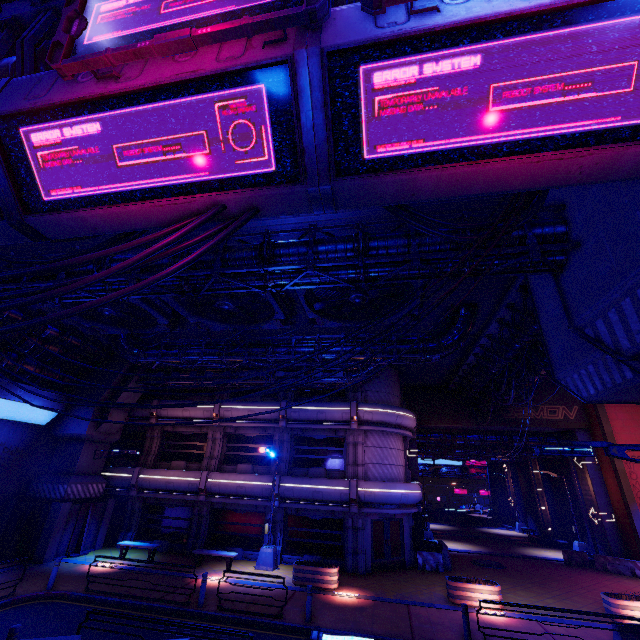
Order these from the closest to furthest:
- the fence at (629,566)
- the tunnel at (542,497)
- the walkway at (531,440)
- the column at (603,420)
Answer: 1. the fence at (629,566)
2. the column at (603,420)
3. the walkway at (531,440)
4. the tunnel at (542,497)

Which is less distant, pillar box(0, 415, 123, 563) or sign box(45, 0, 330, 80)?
sign box(45, 0, 330, 80)

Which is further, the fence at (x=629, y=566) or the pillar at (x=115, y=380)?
the pillar at (x=115, y=380)

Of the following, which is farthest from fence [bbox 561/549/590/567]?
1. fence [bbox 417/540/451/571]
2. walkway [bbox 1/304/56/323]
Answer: walkway [bbox 1/304/56/323]

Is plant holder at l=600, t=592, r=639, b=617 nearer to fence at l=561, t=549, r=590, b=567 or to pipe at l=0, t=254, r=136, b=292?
fence at l=561, t=549, r=590, b=567

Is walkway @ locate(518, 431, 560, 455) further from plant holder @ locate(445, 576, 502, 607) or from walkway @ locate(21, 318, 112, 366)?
walkway @ locate(21, 318, 112, 366)

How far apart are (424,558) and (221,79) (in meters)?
24.78

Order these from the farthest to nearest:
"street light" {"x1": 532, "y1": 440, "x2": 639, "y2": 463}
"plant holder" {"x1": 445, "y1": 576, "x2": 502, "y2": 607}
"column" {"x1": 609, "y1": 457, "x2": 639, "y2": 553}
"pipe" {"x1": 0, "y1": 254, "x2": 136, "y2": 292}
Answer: "column" {"x1": 609, "y1": 457, "x2": 639, "y2": 553}
"plant holder" {"x1": 445, "y1": 576, "x2": 502, "y2": 607}
"pipe" {"x1": 0, "y1": 254, "x2": 136, "y2": 292}
"street light" {"x1": 532, "y1": 440, "x2": 639, "y2": 463}
